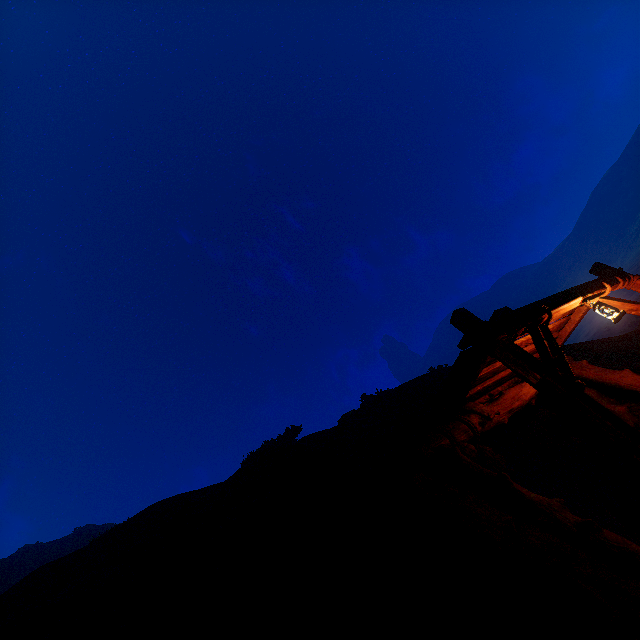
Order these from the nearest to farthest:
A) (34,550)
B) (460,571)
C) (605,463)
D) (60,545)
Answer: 1. (460,571)
2. (605,463)
3. (34,550)
4. (60,545)
